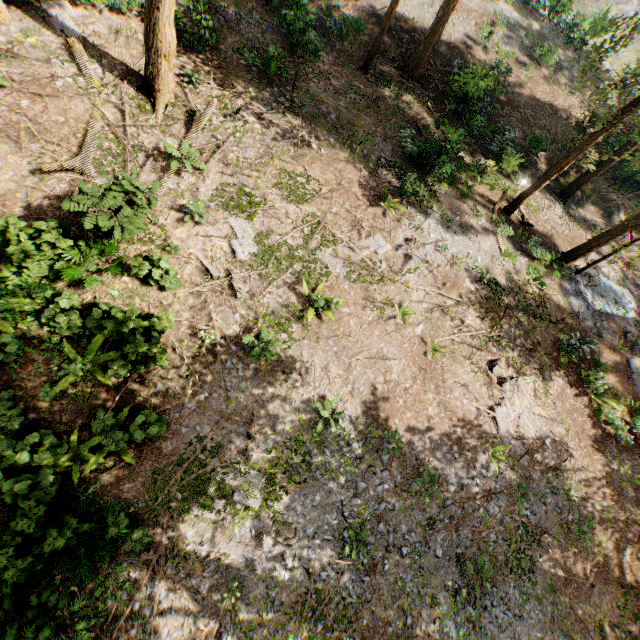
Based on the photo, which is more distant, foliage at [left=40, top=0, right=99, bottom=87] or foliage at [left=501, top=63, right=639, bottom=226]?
foliage at [left=501, top=63, right=639, bottom=226]

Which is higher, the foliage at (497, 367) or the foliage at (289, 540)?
the foliage at (497, 367)

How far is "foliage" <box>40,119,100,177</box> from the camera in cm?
1054

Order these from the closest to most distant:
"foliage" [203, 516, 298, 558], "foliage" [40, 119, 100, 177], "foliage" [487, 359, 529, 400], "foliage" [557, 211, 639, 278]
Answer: "foliage" [203, 516, 298, 558] < "foliage" [40, 119, 100, 177] < "foliage" [487, 359, 529, 400] < "foliage" [557, 211, 639, 278]

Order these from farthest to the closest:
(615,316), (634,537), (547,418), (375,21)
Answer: (375,21)
(615,316)
(547,418)
(634,537)

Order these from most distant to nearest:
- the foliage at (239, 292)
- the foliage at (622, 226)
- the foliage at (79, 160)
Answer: the foliage at (622, 226) → the foliage at (239, 292) → the foliage at (79, 160)
